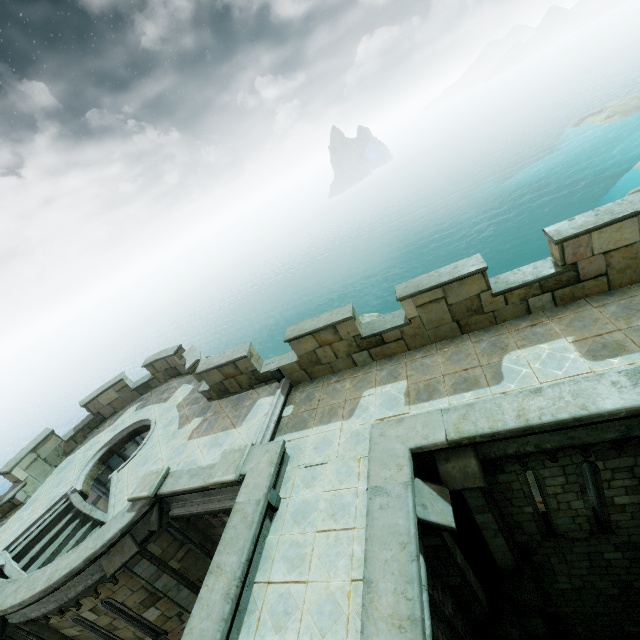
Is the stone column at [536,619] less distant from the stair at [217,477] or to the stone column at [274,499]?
the stone column at [274,499]

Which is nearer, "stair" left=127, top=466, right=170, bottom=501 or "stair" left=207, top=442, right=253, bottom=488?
"stair" left=207, top=442, right=253, bottom=488

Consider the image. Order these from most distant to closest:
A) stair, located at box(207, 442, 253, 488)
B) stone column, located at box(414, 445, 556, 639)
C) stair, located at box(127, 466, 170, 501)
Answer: stair, located at box(127, 466, 170, 501) < stair, located at box(207, 442, 253, 488) < stone column, located at box(414, 445, 556, 639)

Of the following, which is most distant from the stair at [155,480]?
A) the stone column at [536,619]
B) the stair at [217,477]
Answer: the stone column at [536,619]

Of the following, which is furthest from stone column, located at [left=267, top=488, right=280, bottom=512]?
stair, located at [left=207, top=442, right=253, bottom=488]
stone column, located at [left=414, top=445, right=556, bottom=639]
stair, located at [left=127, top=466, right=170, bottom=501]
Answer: stair, located at [left=127, top=466, right=170, bottom=501]

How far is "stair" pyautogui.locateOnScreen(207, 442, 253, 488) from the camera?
7.9 meters

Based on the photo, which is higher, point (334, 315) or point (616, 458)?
point (334, 315)

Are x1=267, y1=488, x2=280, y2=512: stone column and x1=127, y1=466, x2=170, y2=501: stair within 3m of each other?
no
